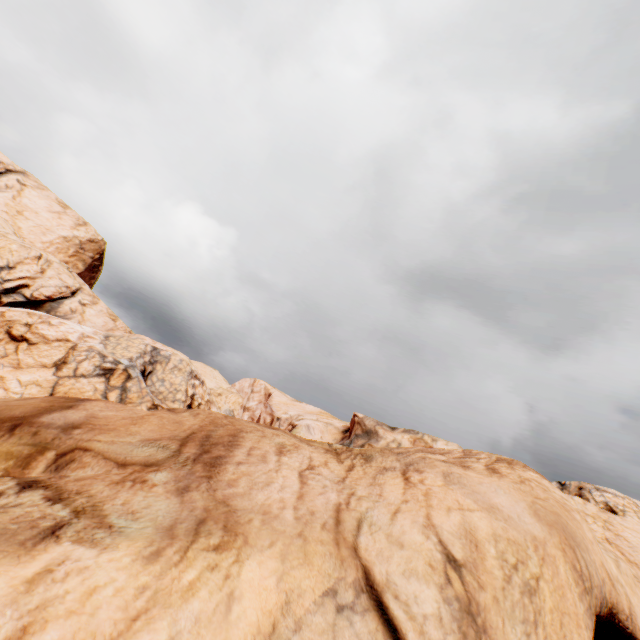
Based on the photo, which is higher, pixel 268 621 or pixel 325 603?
pixel 325 603
